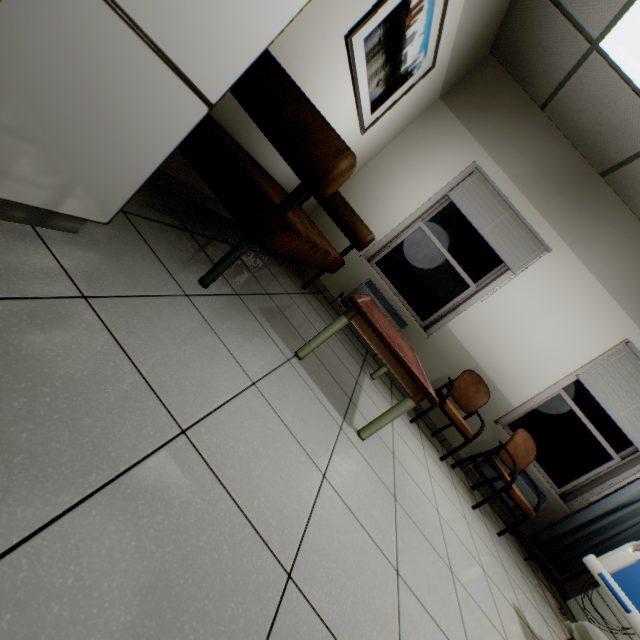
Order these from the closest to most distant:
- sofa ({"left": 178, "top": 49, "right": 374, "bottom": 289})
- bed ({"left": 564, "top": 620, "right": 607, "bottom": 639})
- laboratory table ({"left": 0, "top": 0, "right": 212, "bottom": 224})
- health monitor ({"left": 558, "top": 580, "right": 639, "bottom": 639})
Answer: laboratory table ({"left": 0, "top": 0, "right": 212, "bottom": 224}), sofa ({"left": 178, "top": 49, "right": 374, "bottom": 289}), bed ({"left": 564, "top": 620, "right": 607, "bottom": 639}), health monitor ({"left": 558, "top": 580, "right": 639, "bottom": 639})

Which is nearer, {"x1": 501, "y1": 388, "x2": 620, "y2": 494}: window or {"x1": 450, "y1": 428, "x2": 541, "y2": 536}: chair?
{"x1": 450, "y1": 428, "x2": 541, "y2": 536}: chair

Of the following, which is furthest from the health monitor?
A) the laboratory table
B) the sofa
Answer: the laboratory table

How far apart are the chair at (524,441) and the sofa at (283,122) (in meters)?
2.59

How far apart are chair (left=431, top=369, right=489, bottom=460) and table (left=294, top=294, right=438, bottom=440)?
0.60m

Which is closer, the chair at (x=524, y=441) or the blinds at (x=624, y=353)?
the chair at (x=524, y=441)

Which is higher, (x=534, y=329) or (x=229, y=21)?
(x=534, y=329)

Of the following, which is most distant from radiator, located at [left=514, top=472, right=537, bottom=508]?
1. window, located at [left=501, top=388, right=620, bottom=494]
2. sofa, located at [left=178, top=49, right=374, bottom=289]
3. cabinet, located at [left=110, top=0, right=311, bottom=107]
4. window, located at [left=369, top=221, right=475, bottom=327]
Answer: cabinet, located at [left=110, top=0, right=311, bottom=107]
